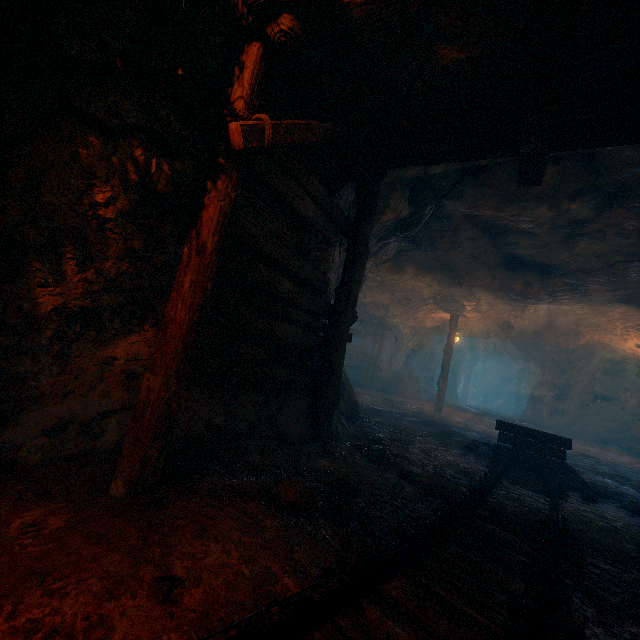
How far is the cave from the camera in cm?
2152

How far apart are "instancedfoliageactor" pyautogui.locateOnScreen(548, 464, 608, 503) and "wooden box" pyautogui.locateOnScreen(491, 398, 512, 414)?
26.2m

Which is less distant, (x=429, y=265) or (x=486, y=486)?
(x=486, y=486)

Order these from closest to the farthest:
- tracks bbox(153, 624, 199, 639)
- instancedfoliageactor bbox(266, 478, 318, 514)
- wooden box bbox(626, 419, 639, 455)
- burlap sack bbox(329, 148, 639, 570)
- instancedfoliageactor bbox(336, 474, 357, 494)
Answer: tracks bbox(153, 624, 199, 639), instancedfoliageactor bbox(266, 478, 318, 514), instancedfoliageactor bbox(336, 474, 357, 494), burlap sack bbox(329, 148, 639, 570), wooden box bbox(626, 419, 639, 455)

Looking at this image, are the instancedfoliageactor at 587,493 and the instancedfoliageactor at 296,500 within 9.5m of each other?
yes

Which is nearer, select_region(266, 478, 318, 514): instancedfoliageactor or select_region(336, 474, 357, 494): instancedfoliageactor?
select_region(266, 478, 318, 514): instancedfoliageactor

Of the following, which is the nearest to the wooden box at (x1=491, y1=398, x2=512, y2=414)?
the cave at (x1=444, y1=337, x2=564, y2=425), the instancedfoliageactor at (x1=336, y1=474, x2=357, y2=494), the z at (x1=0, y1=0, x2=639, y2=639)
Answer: the cave at (x1=444, y1=337, x2=564, y2=425)

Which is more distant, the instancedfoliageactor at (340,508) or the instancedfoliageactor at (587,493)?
the instancedfoliageactor at (587,493)
